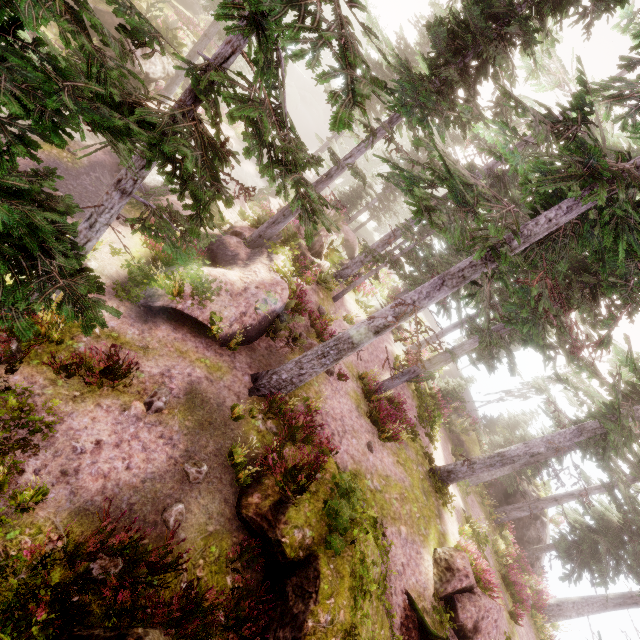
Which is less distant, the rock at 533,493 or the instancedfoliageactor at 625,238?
the instancedfoliageactor at 625,238

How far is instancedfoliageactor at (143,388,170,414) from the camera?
7.9 meters

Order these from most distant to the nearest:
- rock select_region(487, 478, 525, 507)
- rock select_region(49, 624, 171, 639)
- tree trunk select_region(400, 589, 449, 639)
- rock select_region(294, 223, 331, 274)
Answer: rock select_region(487, 478, 525, 507), rock select_region(294, 223, 331, 274), tree trunk select_region(400, 589, 449, 639), rock select_region(49, 624, 171, 639)

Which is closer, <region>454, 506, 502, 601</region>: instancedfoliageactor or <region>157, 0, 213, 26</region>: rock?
<region>454, 506, 502, 601</region>: instancedfoliageactor

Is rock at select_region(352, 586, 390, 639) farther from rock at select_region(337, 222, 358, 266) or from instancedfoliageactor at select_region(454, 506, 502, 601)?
rock at select_region(337, 222, 358, 266)

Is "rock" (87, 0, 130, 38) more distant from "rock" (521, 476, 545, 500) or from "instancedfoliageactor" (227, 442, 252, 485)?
"rock" (521, 476, 545, 500)

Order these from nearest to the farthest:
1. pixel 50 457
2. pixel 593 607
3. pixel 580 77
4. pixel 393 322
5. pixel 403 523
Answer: pixel 580 77, pixel 50 457, pixel 393 322, pixel 403 523, pixel 593 607

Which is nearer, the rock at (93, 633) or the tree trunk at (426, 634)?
the rock at (93, 633)
